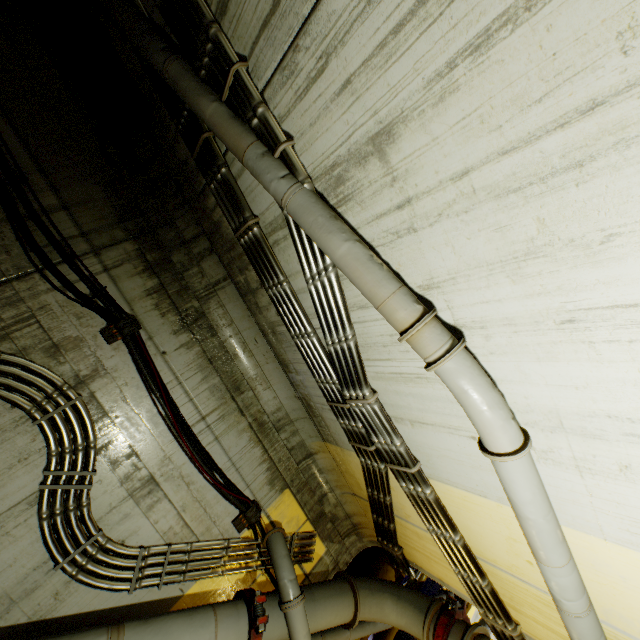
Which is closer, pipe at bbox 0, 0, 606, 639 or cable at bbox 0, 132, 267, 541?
pipe at bbox 0, 0, 606, 639

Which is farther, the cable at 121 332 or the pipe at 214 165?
the cable at 121 332

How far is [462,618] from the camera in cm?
426
